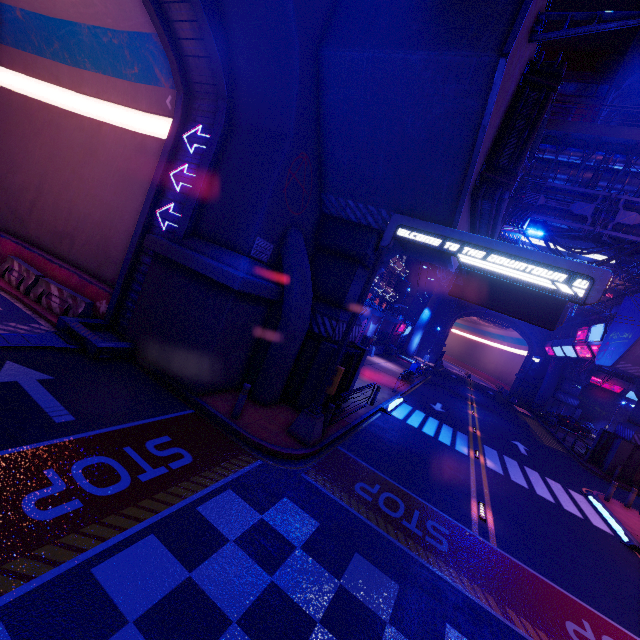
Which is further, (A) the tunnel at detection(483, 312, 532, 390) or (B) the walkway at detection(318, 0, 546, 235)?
(A) the tunnel at detection(483, 312, 532, 390)

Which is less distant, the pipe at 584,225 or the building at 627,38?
the pipe at 584,225

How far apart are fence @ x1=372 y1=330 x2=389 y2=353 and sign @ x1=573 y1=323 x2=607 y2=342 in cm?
1899

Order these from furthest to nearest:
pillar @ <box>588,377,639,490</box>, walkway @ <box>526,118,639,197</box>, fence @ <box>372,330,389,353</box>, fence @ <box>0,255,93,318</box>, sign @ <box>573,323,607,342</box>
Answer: fence @ <box>372,330,389,353</box>
sign @ <box>573,323,607,342</box>
pillar @ <box>588,377,639,490</box>
walkway @ <box>526,118,639,197</box>
fence @ <box>0,255,93,318</box>

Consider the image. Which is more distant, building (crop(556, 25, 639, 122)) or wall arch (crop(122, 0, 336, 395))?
building (crop(556, 25, 639, 122))

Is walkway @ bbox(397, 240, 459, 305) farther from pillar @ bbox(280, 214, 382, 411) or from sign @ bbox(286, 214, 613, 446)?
sign @ bbox(286, 214, 613, 446)

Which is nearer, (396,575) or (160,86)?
(396,575)

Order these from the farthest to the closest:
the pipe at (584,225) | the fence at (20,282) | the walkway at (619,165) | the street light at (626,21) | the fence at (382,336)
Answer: the fence at (382,336), the pipe at (584,225), the walkway at (619,165), the fence at (20,282), the street light at (626,21)
